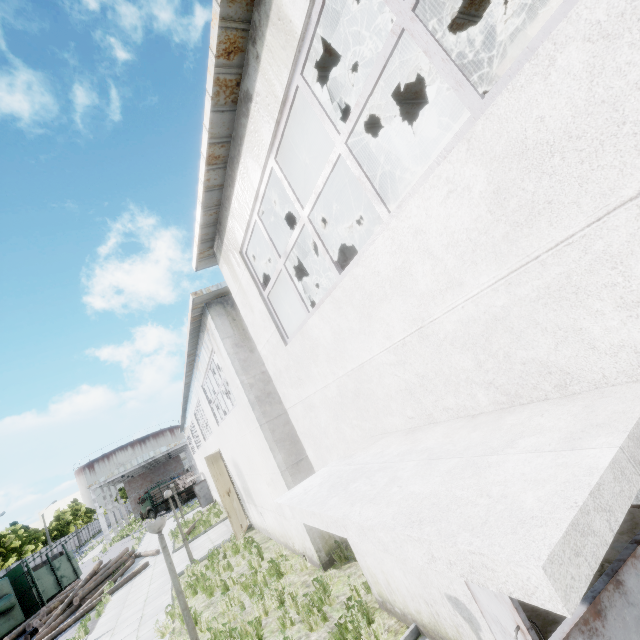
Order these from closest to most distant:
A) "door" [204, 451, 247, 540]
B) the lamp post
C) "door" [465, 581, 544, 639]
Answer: "door" [465, 581, 544, 639] < the lamp post < "door" [204, 451, 247, 540]

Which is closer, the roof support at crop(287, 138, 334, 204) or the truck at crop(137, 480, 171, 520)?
the roof support at crop(287, 138, 334, 204)

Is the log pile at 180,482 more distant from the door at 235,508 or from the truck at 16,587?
the door at 235,508

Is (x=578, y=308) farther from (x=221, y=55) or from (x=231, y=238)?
(x=231, y=238)

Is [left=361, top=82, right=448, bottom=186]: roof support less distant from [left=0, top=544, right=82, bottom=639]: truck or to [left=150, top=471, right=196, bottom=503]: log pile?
[left=0, top=544, right=82, bottom=639]: truck

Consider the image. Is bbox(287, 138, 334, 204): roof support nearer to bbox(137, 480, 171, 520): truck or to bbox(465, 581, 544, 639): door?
bbox(465, 581, 544, 639): door

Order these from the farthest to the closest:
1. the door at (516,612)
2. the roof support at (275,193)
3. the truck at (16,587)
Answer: the truck at (16,587), the roof support at (275,193), the door at (516,612)

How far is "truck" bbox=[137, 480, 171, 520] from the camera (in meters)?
44.75
